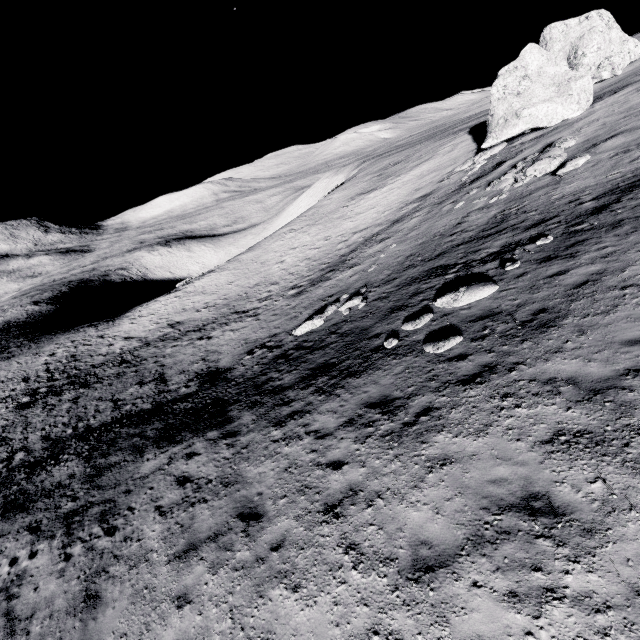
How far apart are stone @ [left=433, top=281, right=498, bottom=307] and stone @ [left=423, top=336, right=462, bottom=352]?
1.8m

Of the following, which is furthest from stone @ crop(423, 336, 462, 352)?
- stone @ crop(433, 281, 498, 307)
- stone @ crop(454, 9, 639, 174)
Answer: stone @ crop(454, 9, 639, 174)

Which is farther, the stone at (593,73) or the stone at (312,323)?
the stone at (593,73)

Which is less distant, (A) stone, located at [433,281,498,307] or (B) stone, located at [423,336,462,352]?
(B) stone, located at [423,336,462,352]

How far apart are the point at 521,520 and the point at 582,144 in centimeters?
2150cm

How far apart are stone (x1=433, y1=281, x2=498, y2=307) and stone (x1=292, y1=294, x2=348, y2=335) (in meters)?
6.68

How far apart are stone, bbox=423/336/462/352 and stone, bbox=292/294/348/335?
Result: 8.2 meters

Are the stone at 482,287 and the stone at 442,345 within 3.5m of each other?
yes
